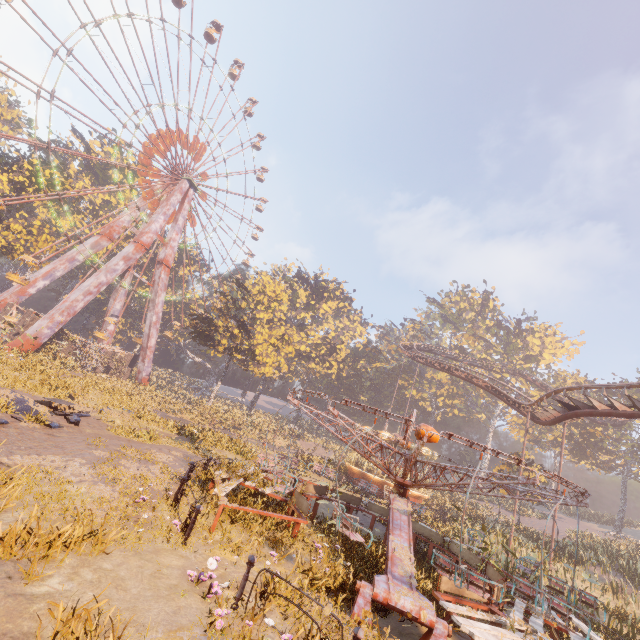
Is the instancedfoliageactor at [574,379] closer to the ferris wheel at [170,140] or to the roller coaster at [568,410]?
the roller coaster at [568,410]

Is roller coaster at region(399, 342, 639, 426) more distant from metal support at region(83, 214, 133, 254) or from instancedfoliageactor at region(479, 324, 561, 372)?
metal support at region(83, 214, 133, 254)

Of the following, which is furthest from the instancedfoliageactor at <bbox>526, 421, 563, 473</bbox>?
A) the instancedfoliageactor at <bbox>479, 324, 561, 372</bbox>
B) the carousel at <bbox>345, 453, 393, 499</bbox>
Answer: the carousel at <bbox>345, 453, 393, 499</bbox>

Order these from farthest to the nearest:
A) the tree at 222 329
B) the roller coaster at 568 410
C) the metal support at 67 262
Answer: the tree at 222 329, the metal support at 67 262, the roller coaster at 568 410

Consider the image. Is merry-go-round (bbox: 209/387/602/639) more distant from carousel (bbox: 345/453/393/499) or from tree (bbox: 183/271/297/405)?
tree (bbox: 183/271/297/405)

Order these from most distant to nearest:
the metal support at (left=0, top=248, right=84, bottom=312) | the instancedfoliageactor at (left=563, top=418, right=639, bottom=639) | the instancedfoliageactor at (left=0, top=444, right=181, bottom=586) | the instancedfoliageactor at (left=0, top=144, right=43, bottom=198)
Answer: the instancedfoliageactor at (left=0, top=144, right=43, bottom=198), the metal support at (left=0, top=248, right=84, bottom=312), the instancedfoliageactor at (left=563, top=418, right=639, bottom=639), the instancedfoliageactor at (left=0, top=444, right=181, bottom=586)

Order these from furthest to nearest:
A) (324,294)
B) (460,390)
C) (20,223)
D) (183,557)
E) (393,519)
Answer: (460,390) → (324,294) → (20,223) → (393,519) → (183,557)

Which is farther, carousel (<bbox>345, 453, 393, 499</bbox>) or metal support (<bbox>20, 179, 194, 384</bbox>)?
metal support (<bbox>20, 179, 194, 384</bbox>)
